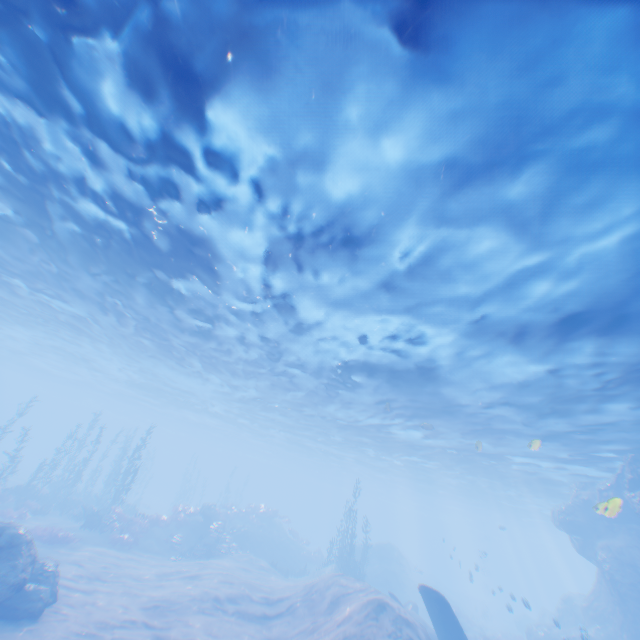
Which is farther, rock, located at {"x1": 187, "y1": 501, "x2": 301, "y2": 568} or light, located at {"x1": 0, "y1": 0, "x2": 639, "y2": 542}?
rock, located at {"x1": 187, "y1": 501, "x2": 301, "y2": 568}

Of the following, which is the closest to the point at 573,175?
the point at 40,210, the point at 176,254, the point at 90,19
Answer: the point at 90,19

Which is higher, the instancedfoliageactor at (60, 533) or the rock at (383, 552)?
the rock at (383, 552)

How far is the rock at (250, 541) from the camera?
25.9m

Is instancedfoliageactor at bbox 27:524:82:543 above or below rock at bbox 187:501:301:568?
below

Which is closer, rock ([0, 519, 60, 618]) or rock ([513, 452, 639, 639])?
rock ([0, 519, 60, 618])

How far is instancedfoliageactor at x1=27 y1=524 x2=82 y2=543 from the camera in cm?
1853

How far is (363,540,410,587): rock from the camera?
32.16m
